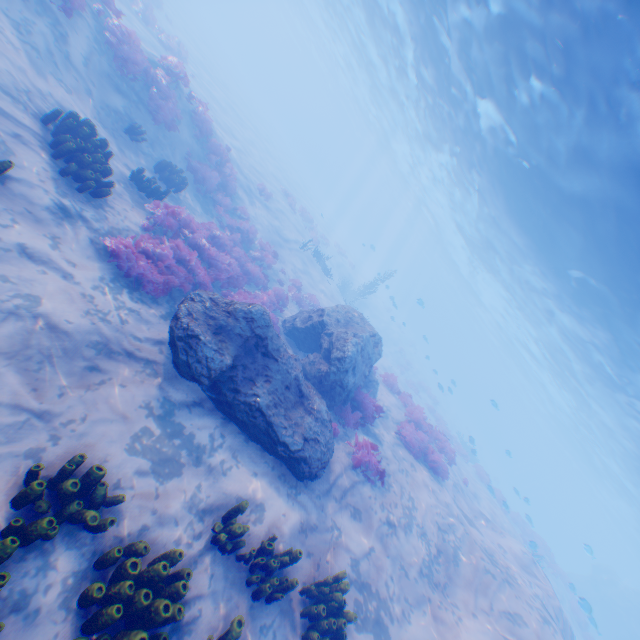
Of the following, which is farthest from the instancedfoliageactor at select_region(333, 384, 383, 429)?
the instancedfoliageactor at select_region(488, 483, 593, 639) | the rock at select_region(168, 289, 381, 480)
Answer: the instancedfoliageactor at select_region(488, 483, 593, 639)

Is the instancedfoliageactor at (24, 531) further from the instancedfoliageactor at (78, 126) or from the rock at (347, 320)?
the rock at (347, 320)

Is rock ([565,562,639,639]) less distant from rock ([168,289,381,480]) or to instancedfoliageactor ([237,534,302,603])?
instancedfoliageactor ([237,534,302,603])

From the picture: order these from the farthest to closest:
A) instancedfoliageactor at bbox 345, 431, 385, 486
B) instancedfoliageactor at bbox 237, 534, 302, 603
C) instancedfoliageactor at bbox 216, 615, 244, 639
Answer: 1. instancedfoliageactor at bbox 345, 431, 385, 486
2. instancedfoliageactor at bbox 237, 534, 302, 603
3. instancedfoliageactor at bbox 216, 615, 244, 639

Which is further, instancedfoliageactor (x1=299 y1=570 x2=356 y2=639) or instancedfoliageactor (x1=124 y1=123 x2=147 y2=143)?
instancedfoliageactor (x1=124 y1=123 x2=147 y2=143)

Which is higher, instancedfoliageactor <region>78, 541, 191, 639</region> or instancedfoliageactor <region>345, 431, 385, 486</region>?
instancedfoliageactor <region>345, 431, 385, 486</region>

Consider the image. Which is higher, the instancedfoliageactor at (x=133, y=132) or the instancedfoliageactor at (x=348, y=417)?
the instancedfoliageactor at (x=348, y=417)

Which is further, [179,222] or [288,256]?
[288,256]
